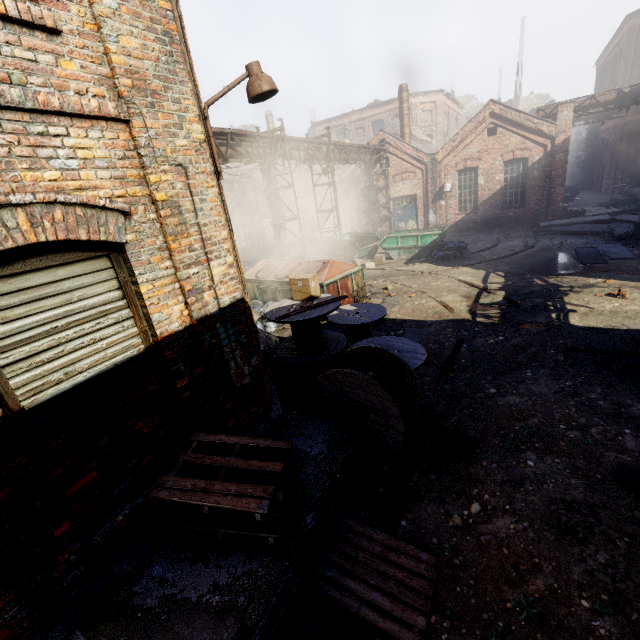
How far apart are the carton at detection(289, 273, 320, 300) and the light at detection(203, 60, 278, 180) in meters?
2.6

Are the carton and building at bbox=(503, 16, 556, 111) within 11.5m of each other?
no

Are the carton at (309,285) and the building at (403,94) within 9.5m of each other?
no

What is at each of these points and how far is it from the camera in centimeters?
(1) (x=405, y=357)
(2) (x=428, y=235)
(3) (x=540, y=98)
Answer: (1) spool, 588cm
(2) container, 1686cm
(3) building, 4184cm

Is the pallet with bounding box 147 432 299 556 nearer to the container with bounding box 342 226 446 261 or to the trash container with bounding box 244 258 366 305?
the trash container with bounding box 244 258 366 305

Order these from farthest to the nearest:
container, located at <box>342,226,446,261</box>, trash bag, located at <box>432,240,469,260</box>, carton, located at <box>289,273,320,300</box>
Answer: container, located at <box>342,226,446,261</box>, trash bag, located at <box>432,240,469,260</box>, carton, located at <box>289,273,320,300</box>

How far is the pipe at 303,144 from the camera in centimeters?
1154cm

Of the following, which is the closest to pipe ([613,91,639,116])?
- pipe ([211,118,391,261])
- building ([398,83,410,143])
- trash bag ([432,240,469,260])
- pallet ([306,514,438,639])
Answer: building ([398,83,410,143])
